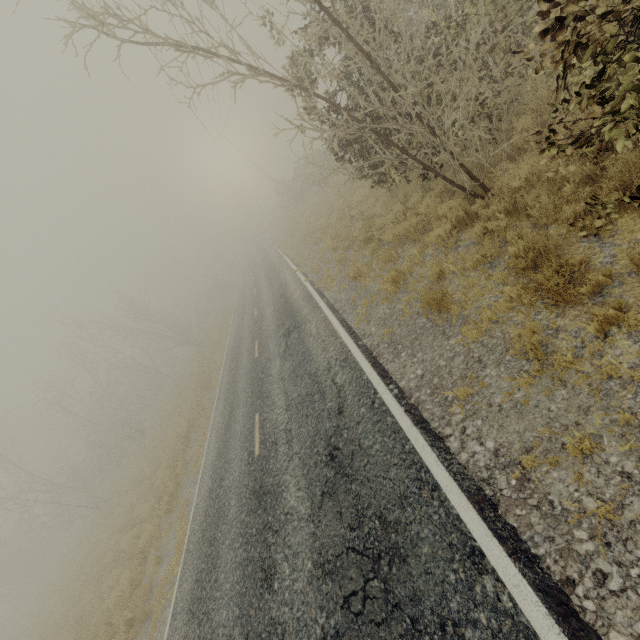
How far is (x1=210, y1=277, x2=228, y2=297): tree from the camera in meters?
55.5

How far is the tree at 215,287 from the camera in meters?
55.5 m

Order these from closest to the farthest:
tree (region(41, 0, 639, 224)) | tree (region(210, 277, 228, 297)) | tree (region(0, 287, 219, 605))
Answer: tree (region(41, 0, 639, 224)) → tree (region(0, 287, 219, 605)) → tree (region(210, 277, 228, 297))

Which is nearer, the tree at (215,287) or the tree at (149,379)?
the tree at (149,379)

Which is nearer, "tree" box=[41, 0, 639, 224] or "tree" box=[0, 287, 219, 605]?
"tree" box=[41, 0, 639, 224]

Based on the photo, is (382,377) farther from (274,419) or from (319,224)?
(319,224)

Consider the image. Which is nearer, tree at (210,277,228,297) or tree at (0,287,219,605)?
tree at (0,287,219,605)
